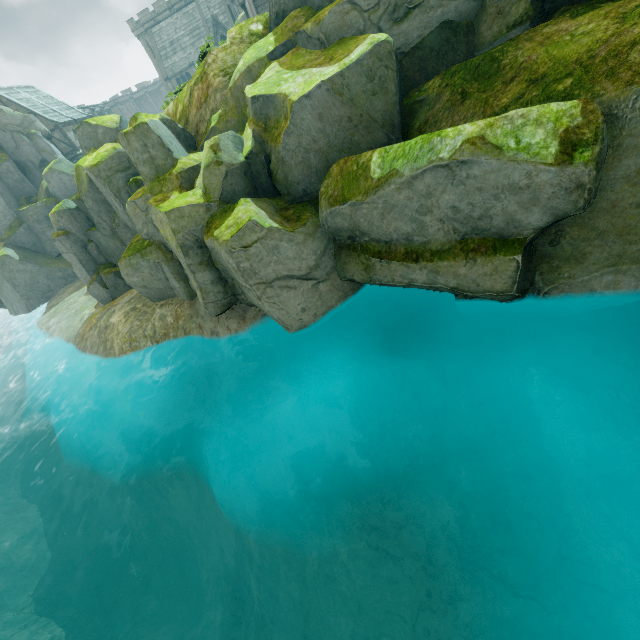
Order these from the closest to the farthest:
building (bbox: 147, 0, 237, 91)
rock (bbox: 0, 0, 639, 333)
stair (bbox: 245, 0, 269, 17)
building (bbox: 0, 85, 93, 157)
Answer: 1. rock (bbox: 0, 0, 639, 333)
2. stair (bbox: 245, 0, 269, 17)
3. building (bbox: 0, 85, 93, 157)
4. building (bbox: 147, 0, 237, 91)

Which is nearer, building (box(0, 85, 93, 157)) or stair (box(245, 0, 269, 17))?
stair (box(245, 0, 269, 17))

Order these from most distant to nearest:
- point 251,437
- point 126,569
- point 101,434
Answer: point 126,569
point 101,434
point 251,437

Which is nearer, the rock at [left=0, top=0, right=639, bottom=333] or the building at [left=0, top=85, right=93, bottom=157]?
the rock at [left=0, top=0, right=639, bottom=333]

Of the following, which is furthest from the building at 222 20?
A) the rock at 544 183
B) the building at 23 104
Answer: the rock at 544 183

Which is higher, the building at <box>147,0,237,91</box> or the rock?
the building at <box>147,0,237,91</box>

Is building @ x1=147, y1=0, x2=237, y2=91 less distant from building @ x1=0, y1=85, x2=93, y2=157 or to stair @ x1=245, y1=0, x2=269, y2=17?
building @ x1=0, y1=85, x2=93, y2=157

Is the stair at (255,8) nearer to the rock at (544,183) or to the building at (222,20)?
the rock at (544,183)
